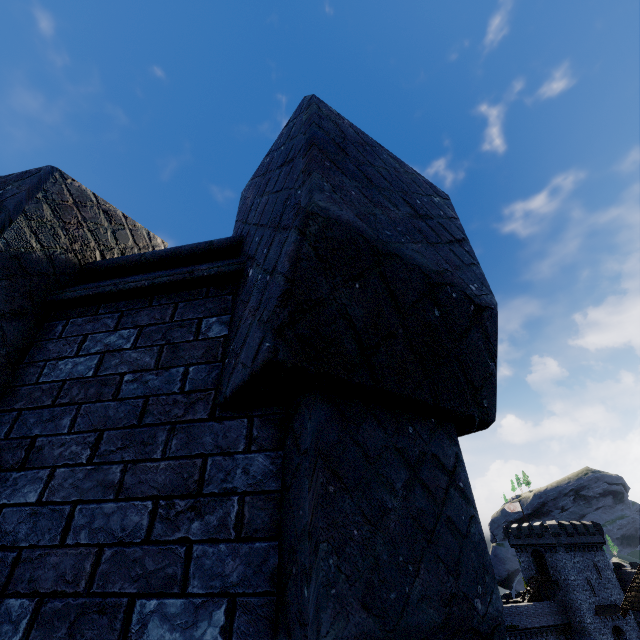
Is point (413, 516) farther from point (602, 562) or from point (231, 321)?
point (602, 562)

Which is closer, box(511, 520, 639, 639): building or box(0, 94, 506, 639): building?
box(0, 94, 506, 639): building

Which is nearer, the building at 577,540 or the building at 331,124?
the building at 331,124

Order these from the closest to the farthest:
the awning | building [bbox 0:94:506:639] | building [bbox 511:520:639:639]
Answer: building [bbox 0:94:506:639] < building [bbox 511:520:639:639] < the awning

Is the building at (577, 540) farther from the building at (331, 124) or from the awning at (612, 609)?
the building at (331, 124)

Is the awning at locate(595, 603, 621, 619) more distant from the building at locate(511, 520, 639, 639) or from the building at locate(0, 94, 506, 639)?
the building at locate(0, 94, 506, 639)
